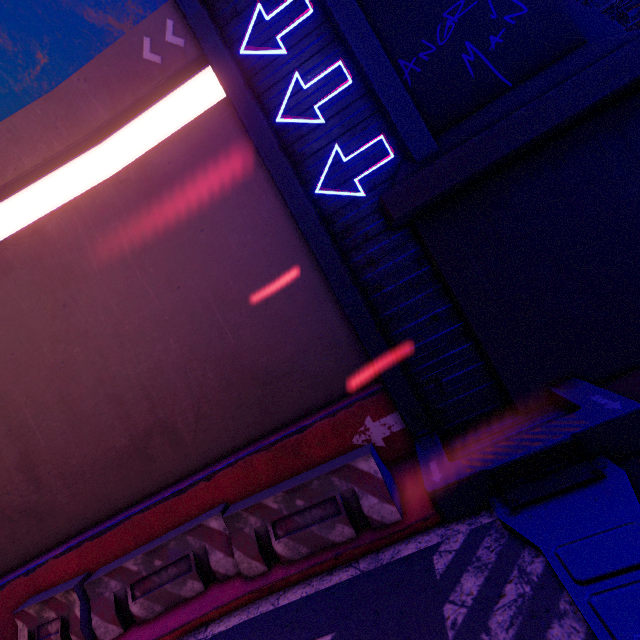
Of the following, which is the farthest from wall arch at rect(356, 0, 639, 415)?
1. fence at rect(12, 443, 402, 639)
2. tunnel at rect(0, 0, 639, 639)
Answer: fence at rect(12, 443, 402, 639)

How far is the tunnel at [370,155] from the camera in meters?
5.3 m

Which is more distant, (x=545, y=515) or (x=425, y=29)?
(x=425, y=29)

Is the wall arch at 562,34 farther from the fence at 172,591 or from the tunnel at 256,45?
the fence at 172,591

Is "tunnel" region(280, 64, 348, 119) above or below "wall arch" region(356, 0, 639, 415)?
above

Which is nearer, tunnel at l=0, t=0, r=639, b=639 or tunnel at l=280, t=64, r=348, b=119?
tunnel at l=0, t=0, r=639, b=639

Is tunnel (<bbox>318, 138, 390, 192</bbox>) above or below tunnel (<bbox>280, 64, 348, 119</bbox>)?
below
